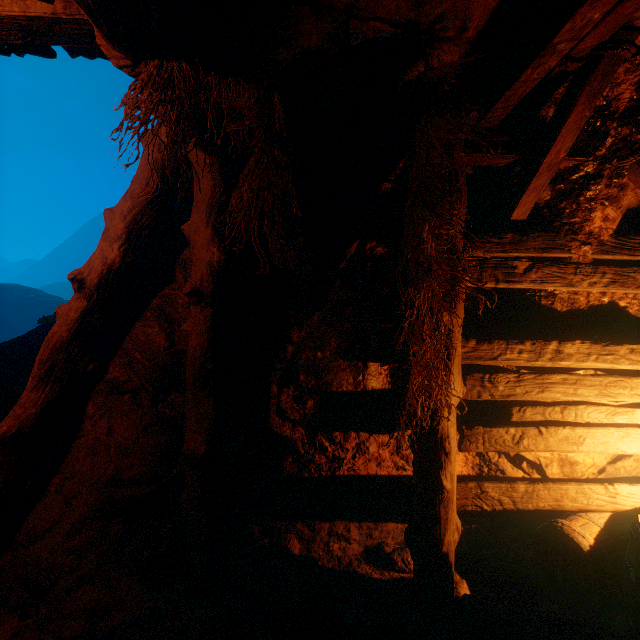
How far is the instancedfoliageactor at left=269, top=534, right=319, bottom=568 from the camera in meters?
3.1 m

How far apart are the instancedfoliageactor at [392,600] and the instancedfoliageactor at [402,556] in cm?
19

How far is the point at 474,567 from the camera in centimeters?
311cm

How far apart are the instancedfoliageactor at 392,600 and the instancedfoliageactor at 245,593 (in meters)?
0.97

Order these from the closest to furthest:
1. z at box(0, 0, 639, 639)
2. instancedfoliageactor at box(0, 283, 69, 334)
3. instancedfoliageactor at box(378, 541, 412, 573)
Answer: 1. z at box(0, 0, 639, 639)
2. instancedfoliageactor at box(378, 541, 412, 573)
3. instancedfoliageactor at box(0, 283, 69, 334)

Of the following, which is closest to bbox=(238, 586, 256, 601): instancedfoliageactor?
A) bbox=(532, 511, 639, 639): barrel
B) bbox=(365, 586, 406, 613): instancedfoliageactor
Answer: bbox=(365, 586, 406, 613): instancedfoliageactor

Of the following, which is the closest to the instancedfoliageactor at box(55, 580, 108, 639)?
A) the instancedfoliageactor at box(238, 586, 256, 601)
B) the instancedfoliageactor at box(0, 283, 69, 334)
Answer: the instancedfoliageactor at box(238, 586, 256, 601)

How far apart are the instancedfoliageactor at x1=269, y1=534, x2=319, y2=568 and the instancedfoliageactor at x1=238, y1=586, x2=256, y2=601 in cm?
52
